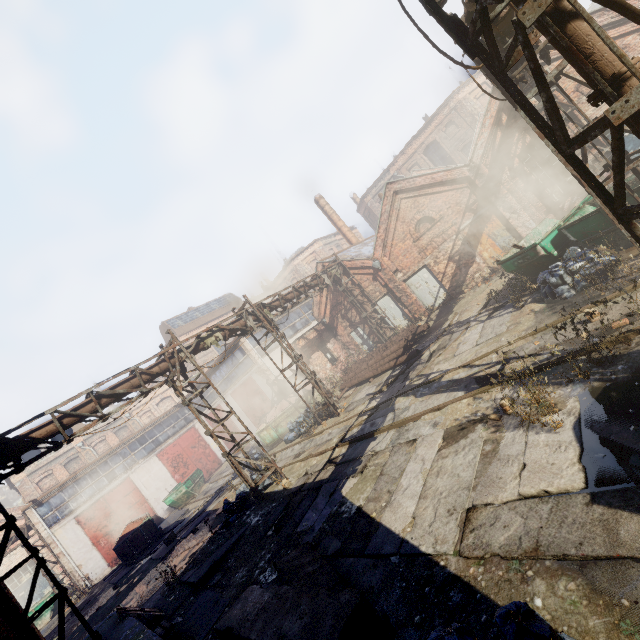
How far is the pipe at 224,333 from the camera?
12.5 meters

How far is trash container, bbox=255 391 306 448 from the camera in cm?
1836

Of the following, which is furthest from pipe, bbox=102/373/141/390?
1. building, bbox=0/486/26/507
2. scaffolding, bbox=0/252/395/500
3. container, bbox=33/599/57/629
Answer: building, bbox=0/486/26/507

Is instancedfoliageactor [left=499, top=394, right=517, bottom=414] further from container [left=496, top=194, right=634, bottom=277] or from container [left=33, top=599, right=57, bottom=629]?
container [left=33, top=599, right=57, bottom=629]

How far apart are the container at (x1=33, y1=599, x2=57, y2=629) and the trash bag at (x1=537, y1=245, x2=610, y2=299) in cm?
3332

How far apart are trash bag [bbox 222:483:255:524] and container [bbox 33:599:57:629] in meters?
20.1 m

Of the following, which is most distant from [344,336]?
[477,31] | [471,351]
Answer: [477,31]

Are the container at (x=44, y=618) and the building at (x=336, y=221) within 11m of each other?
no
